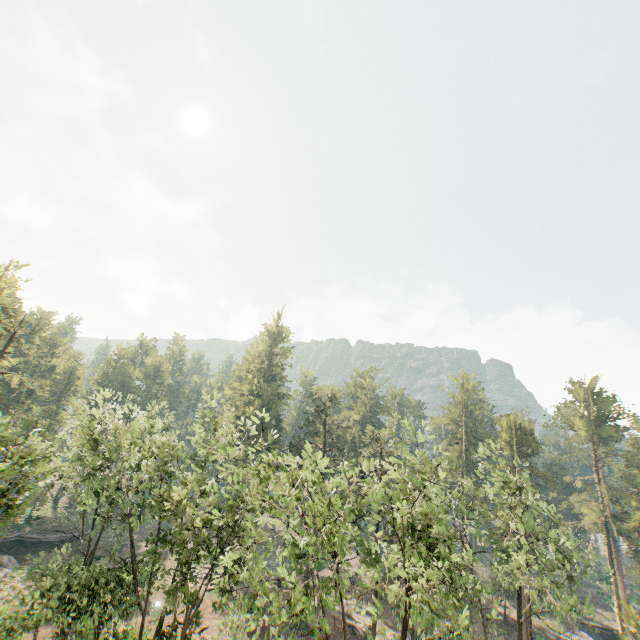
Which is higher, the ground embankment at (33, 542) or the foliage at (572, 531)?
the foliage at (572, 531)

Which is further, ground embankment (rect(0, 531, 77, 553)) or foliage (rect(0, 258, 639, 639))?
ground embankment (rect(0, 531, 77, 553))

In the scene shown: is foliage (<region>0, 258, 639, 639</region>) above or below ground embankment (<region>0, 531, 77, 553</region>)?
above

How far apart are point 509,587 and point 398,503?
41.8 meters

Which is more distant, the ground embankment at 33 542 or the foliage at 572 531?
the ground embankment at 33 542
